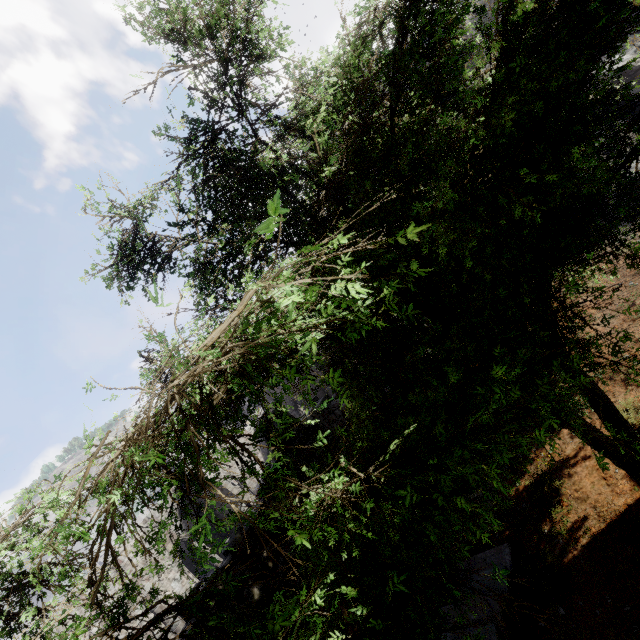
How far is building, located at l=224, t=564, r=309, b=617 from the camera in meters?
6.5

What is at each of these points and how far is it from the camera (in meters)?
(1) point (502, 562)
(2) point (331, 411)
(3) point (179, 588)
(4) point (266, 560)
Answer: (1) building, 8.17
(2) building, 15.42
(3) building, 21.03
(4) building, 7.18

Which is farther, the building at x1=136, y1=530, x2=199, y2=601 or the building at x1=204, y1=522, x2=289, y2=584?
the building at x1=136, y1=530, x2=199, y2=601

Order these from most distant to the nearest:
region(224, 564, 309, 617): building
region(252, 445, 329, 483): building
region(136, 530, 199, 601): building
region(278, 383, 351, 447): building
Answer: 1. region(136, 530, 199, 601): building
2. region(278, 383, 351, 447): building
3. region(252, 445, 329, 483): building
4. region(224, 564, 309, 617): building

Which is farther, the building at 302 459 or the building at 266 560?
the building at 302 459
